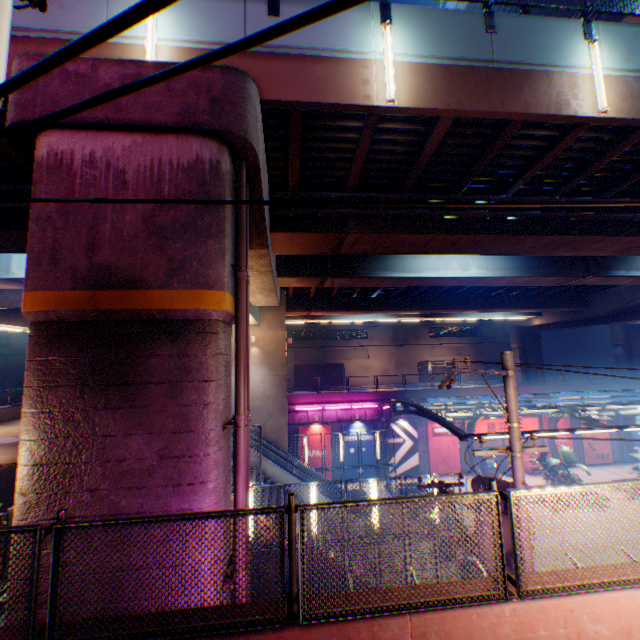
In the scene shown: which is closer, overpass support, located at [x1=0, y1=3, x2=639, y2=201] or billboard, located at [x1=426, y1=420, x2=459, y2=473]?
overpass support, located at [x1=0, y1=3, x2=639, y2=201]

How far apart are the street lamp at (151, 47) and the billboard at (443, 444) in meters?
27.2

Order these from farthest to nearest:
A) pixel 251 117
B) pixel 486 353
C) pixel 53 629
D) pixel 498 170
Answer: A:
1. pixel 486 353
2. pixel 498 170
3. pixel 251 117
4. pixel 53 629

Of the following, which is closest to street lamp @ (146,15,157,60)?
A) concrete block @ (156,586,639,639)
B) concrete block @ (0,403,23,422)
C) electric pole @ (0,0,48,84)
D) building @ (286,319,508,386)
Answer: electric pole @ (0,0,48,84)

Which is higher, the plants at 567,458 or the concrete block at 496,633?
the concrete block at 496,633

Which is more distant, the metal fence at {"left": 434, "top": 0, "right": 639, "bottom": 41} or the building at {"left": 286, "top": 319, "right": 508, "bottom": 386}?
the building at {"left": 286, "top": 319, "right": 508, "bottom": 386}

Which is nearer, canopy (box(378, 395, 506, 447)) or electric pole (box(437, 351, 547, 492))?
electric pole (box(437, 351, 547, 492))

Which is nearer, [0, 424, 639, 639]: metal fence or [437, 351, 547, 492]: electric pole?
[0, 424, 639, 639]: metal fence
